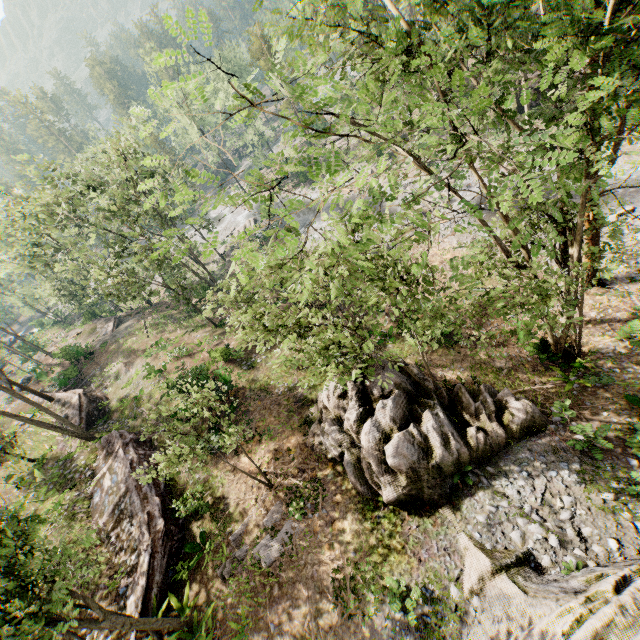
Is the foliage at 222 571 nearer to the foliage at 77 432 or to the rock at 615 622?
the foliage at 77 432

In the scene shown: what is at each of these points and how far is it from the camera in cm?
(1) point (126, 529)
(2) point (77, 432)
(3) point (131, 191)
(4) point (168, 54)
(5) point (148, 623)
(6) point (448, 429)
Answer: (1) ground embankment, 1570
(2) foliage, 2117
(3) foliage, 2384
(4) foliage, 432
(5) foliage, 1112
(6) rock, 1295

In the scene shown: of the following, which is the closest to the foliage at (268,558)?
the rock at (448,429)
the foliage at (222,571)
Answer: the foliage at (222,571)

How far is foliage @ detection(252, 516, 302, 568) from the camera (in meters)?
12.91

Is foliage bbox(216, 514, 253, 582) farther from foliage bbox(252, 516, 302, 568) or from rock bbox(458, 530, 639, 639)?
rock bbox(458, 530, 639, 639)

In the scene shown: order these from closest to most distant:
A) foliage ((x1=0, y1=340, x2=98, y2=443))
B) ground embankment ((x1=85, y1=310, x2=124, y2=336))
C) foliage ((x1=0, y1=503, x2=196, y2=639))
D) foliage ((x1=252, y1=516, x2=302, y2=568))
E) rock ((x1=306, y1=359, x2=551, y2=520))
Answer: foliage ((x1=0, y1=503, x2=196, y2=639)) < rock ((x1=306, y1=359, x2=551, y2=520)) < foliage ((x1=252, y1=516, x2=302, y2=568)) < foliage ((x1=0, y1=340, x2=98, y2=443)) < ground embankment ((x1=85, y1=310, x2=124, y2=336))

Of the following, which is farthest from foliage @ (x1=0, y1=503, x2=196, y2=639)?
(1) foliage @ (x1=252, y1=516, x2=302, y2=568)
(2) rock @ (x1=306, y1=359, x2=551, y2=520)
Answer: (1) foliage @ (x1=252, y1=516, x2=302, y2=568)

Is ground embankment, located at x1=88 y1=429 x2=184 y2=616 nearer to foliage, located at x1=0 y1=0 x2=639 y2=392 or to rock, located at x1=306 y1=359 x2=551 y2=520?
foliage, located at x1=0 y1=0 x2=639 y2=392
